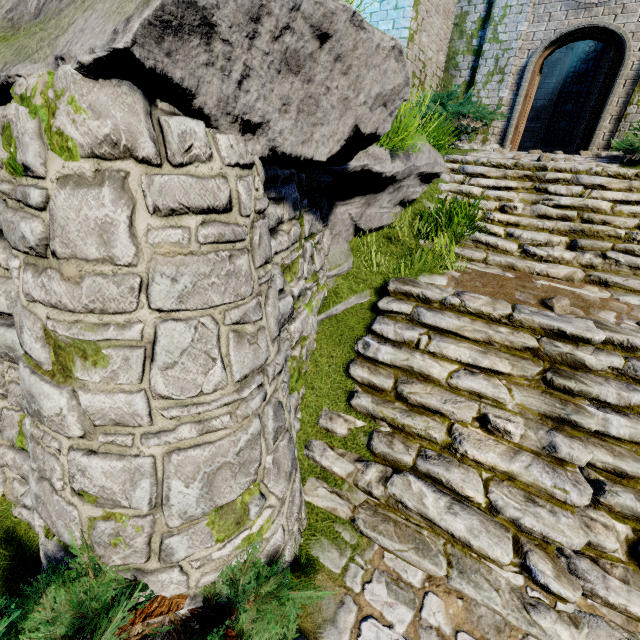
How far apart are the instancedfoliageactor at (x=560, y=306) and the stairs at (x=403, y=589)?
3.84m

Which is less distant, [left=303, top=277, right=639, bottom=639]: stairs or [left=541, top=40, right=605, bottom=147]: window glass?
[left=303, top=277, right=639, bottom=639]: stairs

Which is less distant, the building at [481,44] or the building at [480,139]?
the building at [481,44]

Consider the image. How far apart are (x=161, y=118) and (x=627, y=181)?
7.96m

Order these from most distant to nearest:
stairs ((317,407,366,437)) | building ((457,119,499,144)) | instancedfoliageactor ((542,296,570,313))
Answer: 1. building ((457,119,499,144))
2. instancedfoliageactor ((542,296,570,313))
3. stairs ((317,407,366,437))

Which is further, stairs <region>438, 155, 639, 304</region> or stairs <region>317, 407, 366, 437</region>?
stairs <region>438, 155, 639, 304</region>

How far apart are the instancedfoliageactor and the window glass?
13.2 meters

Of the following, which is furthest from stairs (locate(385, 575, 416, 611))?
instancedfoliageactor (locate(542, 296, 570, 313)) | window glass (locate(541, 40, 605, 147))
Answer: window glass (locate(541, 40, 605, 147))
